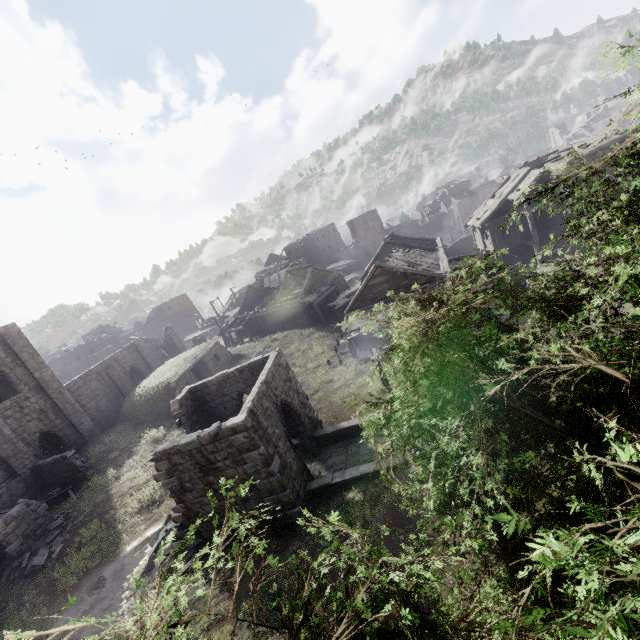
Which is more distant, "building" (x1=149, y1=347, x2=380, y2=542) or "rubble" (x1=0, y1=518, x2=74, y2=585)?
"rubble" (x1=0, y1=518, x2=74, y2=585)

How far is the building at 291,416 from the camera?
11.6 meters

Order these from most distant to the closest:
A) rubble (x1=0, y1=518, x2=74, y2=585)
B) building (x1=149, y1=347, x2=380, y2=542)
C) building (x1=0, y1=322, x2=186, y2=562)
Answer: building (x1=0, y1=322, x2=186, y2=562)
rubble (x1=0, y1=518, x2=74, y2=585)
building (x1=149, y1=347, x2=380, y2=542)

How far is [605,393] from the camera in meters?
3.1

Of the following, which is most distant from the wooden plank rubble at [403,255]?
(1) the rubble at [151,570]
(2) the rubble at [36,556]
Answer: (2) the rubble at [36,556]

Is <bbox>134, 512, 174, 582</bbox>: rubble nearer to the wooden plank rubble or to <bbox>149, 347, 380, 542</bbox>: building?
<bbox>149, 347, 380, 542</bbox>: building

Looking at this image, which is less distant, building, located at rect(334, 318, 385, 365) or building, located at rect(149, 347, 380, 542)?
building, located at rect(149, 347, 380, 542)
